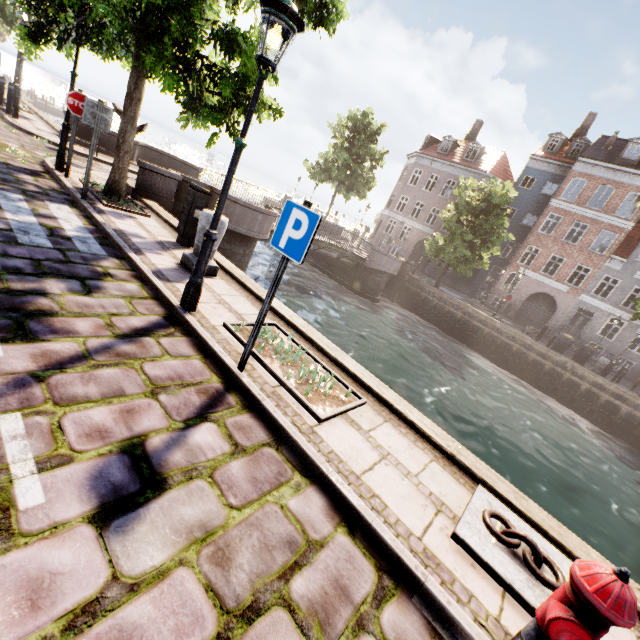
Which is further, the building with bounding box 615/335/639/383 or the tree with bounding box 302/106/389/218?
the tree with bounding box 302/106/389/218

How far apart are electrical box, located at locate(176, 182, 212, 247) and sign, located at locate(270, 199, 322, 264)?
4.2m

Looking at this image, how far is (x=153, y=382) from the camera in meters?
3.1 m

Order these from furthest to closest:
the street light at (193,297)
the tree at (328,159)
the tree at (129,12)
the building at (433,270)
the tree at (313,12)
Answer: the building at (433,270)
the tree at (328,159)
the tree at (313,12)
the tree at (129,12)
the street light at (193,297)

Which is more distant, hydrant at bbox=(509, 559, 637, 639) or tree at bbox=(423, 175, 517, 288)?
tree at bbox=(423, 175, 517, 288)

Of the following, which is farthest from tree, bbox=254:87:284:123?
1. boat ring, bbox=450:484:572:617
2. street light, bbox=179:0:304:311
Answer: boat ring, bbox=450:484:572:617

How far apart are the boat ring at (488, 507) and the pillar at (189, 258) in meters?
5.2 m

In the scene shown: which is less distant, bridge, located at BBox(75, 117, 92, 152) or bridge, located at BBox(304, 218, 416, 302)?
bridge, located at BBox(75, 117, 92, 152)
